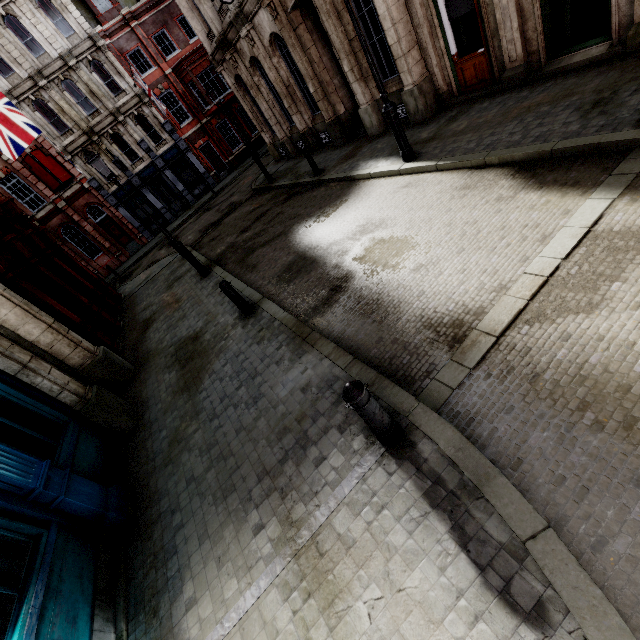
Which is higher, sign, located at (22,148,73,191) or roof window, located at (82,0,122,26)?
roof window, located at (82,0,122,26)

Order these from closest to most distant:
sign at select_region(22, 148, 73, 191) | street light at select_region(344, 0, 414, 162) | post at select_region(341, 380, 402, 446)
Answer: post at select_region(341, 380, 402, 446)
street light at select_region(344, 0, 414, 162)
sign at select_region(22, 148, 73, 191)

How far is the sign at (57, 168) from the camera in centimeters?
2300cm

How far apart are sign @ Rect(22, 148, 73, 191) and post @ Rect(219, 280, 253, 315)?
25.65m

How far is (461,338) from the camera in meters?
4.0 m

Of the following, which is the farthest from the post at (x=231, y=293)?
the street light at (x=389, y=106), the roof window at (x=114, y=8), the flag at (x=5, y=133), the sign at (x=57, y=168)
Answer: the roof window at (x=114, y=8)

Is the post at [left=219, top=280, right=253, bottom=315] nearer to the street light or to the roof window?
the street light

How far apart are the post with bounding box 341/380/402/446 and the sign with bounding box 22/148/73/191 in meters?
30.5
